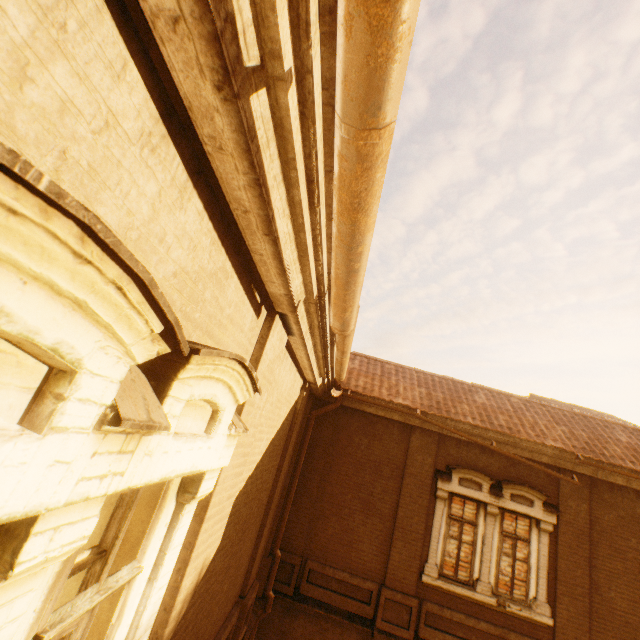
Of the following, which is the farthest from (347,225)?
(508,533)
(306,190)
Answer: (508,533)
